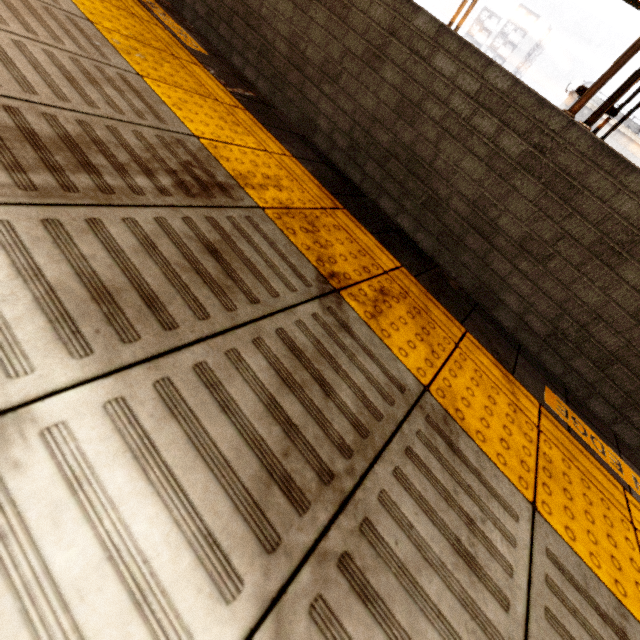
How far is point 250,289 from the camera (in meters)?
1.00
